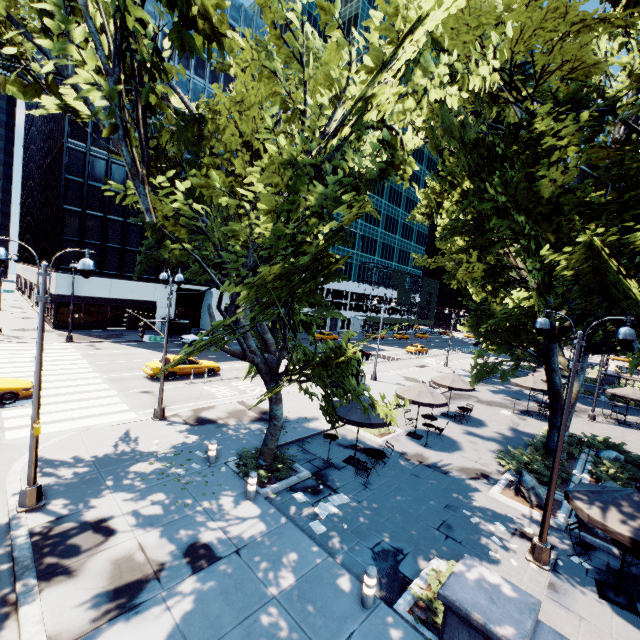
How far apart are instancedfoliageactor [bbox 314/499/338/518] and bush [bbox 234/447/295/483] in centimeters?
200cm

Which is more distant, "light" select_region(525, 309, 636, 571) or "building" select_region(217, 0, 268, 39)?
"building" select_region(217, 0, 268, 39)

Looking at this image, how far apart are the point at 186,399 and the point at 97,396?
4.7m

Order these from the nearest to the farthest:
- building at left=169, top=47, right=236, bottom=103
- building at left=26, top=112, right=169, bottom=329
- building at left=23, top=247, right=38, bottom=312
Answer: building at left=26, top=112, right=169, bottom=329 → building at left=169, top=47, right=236, bottom=103 → building at left=23, top=247, right=38, bottom=312

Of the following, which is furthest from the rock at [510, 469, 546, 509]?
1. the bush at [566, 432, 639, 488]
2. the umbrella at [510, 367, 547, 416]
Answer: the umbrella at [510, 367, 547, 416]

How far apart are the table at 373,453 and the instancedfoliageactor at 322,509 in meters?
1.8

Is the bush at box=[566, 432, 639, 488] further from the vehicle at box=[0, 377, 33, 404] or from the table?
the vehicle at box=[0, 377, 33, 404]

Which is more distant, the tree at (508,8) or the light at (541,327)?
the light at (541,327)
